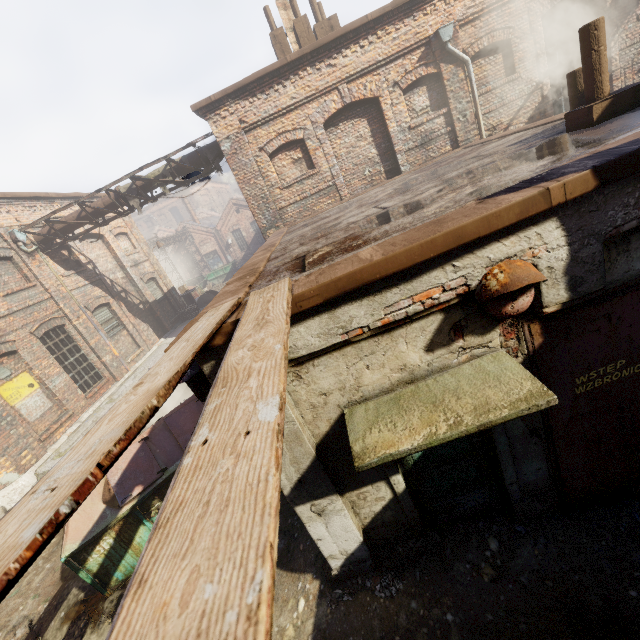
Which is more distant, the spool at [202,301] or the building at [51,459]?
the spool at [202,301]

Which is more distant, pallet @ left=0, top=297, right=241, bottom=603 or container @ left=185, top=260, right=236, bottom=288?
container @ left=185, top=260, right=236, bottom=288

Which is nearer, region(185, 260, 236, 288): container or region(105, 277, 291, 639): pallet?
region(105, 277, 291, 639): pallet

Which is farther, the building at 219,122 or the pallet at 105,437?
the building at 219,122

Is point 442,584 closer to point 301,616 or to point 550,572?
point 550,572

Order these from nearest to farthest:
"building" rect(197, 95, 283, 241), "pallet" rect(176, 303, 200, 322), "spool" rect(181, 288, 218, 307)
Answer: "building" rect(197, 95, 283, 241)
"pallet" rect(176, 303, 200, 322)
"spool" rect(181, 288, 218, 307)

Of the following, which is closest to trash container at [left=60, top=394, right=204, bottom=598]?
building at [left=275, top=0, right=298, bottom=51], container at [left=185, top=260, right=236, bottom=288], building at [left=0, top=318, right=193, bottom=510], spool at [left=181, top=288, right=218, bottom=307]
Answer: building at [left=0, top=318, right=193, bottom=510]

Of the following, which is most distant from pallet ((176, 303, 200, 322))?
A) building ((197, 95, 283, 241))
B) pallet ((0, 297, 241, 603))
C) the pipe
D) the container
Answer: pallet ((0, 297, 241, 603))
